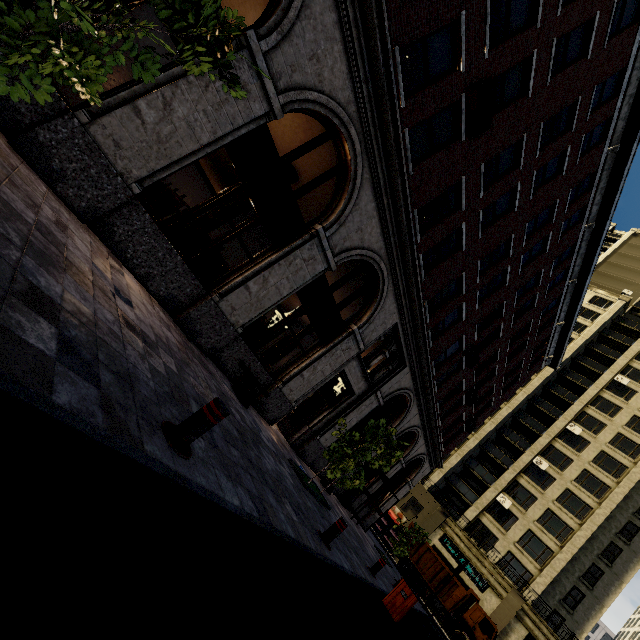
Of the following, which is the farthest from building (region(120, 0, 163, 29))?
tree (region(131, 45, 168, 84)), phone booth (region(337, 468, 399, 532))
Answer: tree (region(131, 45, 168, 84))

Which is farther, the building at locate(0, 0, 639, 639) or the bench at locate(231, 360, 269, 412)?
the bench at locate(231, 360, 269, 412)

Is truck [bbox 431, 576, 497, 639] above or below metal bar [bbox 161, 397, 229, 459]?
above

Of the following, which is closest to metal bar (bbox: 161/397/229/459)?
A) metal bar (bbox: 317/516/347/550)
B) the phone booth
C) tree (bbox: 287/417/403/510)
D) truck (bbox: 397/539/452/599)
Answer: metal bar (bbox: 317/516/347/550)

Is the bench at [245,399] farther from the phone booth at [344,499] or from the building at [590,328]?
the phone booth at [344,499]

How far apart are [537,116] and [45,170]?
13.8m

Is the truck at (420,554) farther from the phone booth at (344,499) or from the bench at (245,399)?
the bench at (245,399)

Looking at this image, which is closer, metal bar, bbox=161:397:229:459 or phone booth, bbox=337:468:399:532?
metal bar, bbox=161:397:229:459
